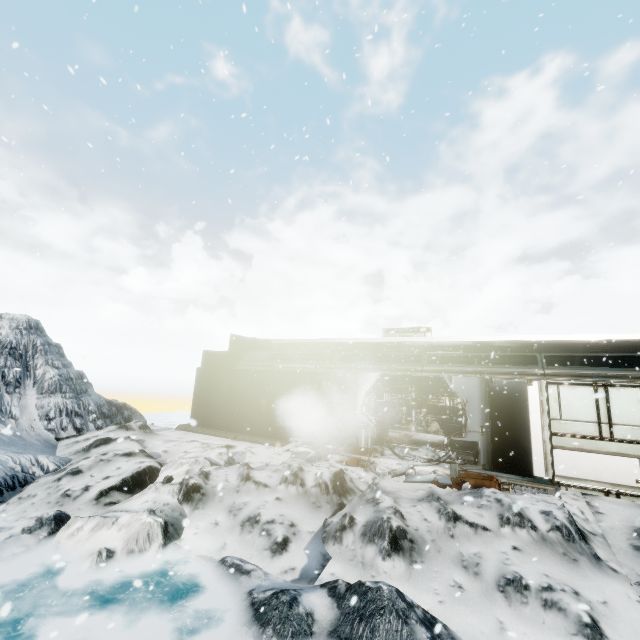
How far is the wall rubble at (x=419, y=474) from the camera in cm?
812

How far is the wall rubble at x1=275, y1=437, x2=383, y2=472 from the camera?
9.76m

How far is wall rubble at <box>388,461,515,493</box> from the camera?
8.12m

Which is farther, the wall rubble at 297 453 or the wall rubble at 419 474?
the wall rubble at 297 453

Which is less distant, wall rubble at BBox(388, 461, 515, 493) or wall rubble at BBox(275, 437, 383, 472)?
wall rubble at BBox(388, 461, 515, 493)

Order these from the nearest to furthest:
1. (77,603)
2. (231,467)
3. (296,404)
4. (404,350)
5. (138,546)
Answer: (77,603) → (138,546) → (231,467) → (296,404) → (404,350)
